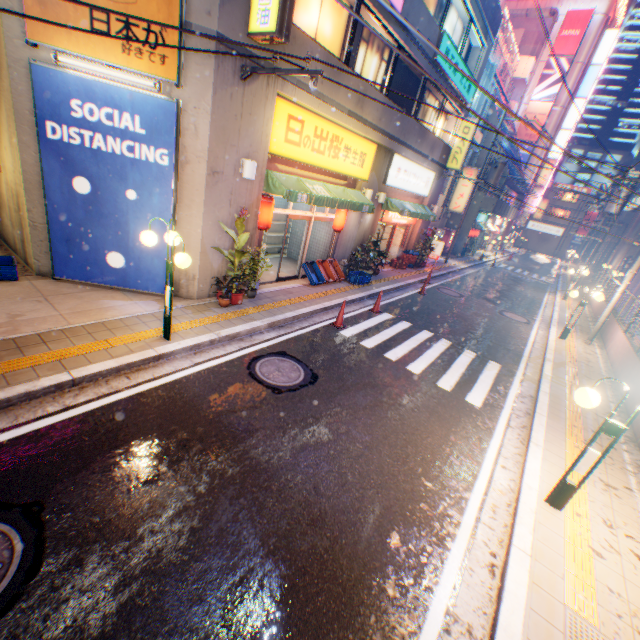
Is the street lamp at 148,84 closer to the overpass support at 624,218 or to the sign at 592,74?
the overpass support at 624,218

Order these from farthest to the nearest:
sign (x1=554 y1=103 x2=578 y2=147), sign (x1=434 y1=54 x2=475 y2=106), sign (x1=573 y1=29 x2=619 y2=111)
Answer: sign (x1=554 y1=103 x2=578 y2=147), sign (x1=573 y1=29 x2=619 y2=111), sign (x1=434 y1=54 x2=475 y2=106)

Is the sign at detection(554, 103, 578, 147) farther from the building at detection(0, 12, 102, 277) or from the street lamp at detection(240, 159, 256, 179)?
the building at detection(0, 12, 102, 277)

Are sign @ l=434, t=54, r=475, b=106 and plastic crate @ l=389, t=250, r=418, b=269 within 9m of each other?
yes

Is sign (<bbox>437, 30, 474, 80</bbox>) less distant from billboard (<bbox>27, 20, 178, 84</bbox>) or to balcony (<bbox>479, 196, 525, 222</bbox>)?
billboard (<bbox>27, 20, 178, 84</bbox>)

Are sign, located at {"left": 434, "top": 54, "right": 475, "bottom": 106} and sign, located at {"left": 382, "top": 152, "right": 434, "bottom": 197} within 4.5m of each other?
yes

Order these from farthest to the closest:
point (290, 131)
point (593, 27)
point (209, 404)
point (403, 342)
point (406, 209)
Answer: point (593, 27) → point (406, 209) → point (403, 342) → point (290, 131) → point (209, 404)

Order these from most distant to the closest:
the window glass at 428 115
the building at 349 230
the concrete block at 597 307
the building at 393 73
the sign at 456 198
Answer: the sign at 456 198 → the concrete block at 597 307 → the window glass at 428 115 → the building at 393 73 → the building at 349 230
